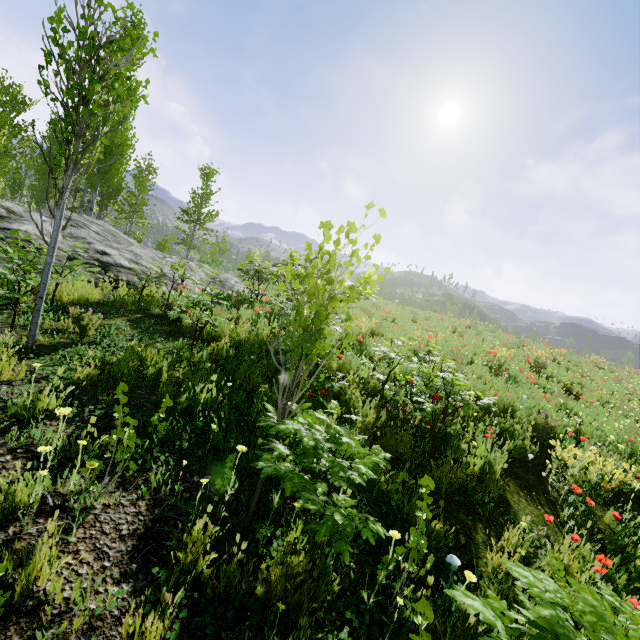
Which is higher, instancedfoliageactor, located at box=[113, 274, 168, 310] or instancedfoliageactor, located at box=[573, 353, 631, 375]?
instancedfoliageactor, located at box=[573, 353, 631, 375]

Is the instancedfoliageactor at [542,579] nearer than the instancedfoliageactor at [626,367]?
Yes

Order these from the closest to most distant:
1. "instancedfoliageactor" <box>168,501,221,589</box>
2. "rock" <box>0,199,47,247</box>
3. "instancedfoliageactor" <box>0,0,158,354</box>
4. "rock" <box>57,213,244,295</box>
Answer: "instancedfoliageactor" <box>168,501,221,589</box> → "instancedfoliageactor" <box>0,0,158,354</box> → "rock" <box>0,199,47,247</box> → "rock" <box>57,213,244,295</box>

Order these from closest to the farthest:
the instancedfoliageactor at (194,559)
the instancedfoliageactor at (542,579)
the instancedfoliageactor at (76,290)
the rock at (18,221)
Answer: the instancedfoliageactor at (542,579) < the instancedfoliageactor at (194,559) < the instancedfoliageactor at (76,290) < the rock at (18,221)

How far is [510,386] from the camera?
7.34m

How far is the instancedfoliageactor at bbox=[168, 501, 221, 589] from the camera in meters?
2.0 m

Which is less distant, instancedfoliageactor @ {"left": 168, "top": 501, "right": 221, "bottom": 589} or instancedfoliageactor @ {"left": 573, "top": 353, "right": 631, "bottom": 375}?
instancedfoliageactor @ {"left": 168, "top": 501, "right": 221, "bottom": 589}
